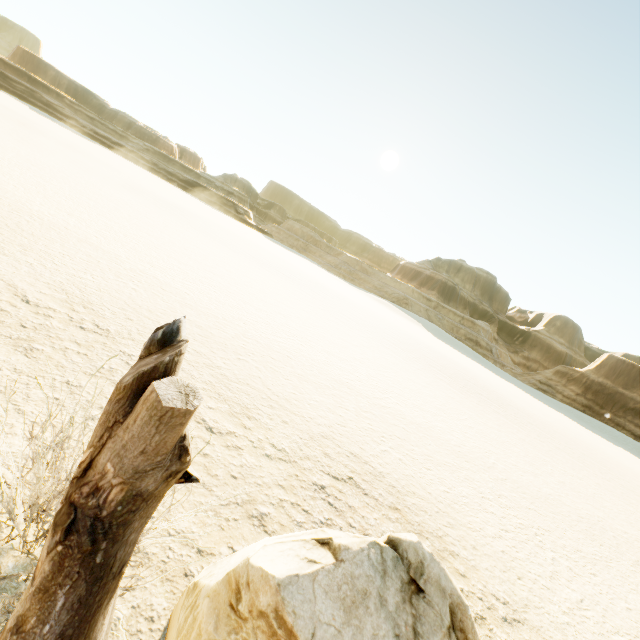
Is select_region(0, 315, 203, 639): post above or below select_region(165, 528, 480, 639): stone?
above

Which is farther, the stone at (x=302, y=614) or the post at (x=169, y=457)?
Result: the stone at (x=302, y=614)

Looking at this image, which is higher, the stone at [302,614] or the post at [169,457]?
the post at [169,457]

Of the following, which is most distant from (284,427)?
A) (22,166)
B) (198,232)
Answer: (198,232)

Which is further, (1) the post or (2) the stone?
(2) the stone
